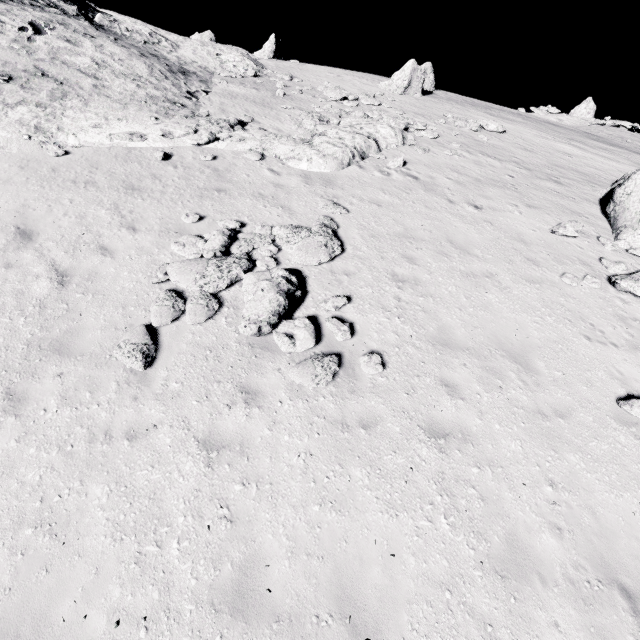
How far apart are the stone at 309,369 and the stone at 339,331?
0.5m

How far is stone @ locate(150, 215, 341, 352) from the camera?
7.1m

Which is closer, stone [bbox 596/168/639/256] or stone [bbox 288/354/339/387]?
stone [bbox 288/354/339/387]

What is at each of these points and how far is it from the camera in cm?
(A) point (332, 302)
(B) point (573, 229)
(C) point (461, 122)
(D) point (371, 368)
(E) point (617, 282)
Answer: (A) stone, 789
(B) stone, 1120
(C) stone, 2011
(D) stone, 684
(E) stone, 938

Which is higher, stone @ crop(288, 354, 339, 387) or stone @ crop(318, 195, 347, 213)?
stone @ crop(318, 195, 347, 213)

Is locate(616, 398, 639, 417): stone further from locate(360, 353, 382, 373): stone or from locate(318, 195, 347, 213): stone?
locate(318, 195, 347, 213): stone

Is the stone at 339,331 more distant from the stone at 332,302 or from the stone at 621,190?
the stone at 621,190

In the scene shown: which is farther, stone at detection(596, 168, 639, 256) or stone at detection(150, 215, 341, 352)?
stone at detection(596, 168, 639, 256)
